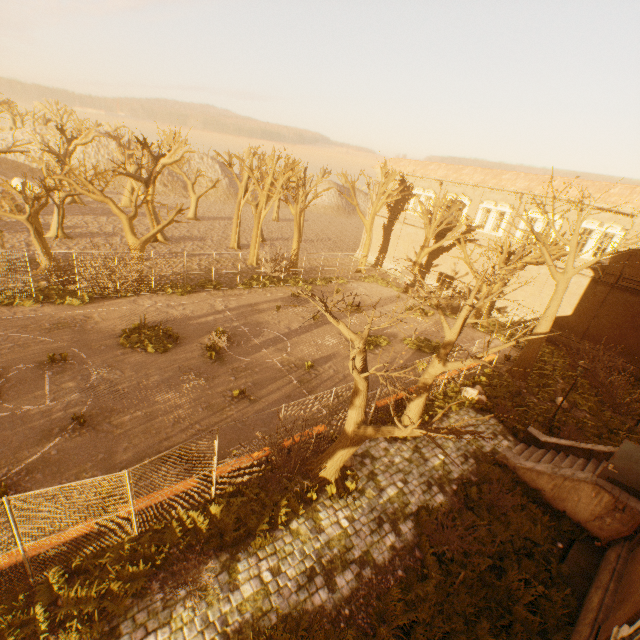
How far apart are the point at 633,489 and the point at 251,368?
14.9m

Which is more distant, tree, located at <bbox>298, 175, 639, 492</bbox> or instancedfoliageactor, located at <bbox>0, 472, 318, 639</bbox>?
tree, located at <bbox>298, 175, 639, 492</bbox>

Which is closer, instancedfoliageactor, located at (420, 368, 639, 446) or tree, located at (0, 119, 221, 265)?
instancedfoliageactor, located at (420, 368, 639, 446)

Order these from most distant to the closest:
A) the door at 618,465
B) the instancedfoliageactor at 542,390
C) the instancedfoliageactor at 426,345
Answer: the instancedfoliageactor at 426,345
the instancedfoliageactor at 542,390
the door at 618,465

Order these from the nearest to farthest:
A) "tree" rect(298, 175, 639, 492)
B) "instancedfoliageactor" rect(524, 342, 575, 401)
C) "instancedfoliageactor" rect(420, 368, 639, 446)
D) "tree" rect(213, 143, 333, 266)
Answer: "tree" rect(298, 175, 639, 492) < "instancedfoliageactor" rect(420, 368, 639, 446) < "instancedfoliageactor" rect(524, 342, 575, 401) < "tree" rect(213, 143, 333, 266)

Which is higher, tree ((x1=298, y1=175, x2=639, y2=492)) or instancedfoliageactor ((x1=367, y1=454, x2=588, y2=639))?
tree ((x1=298, y1=175, x2=639, y2=492))

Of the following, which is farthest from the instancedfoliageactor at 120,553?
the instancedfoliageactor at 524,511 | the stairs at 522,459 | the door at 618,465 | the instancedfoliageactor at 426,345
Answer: the instancedfoliageactor at 426,345

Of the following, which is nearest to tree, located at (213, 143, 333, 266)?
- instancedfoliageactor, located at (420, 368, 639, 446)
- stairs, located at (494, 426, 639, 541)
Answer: instancedfoliageactor, located at (420, 368, 639, 446)
